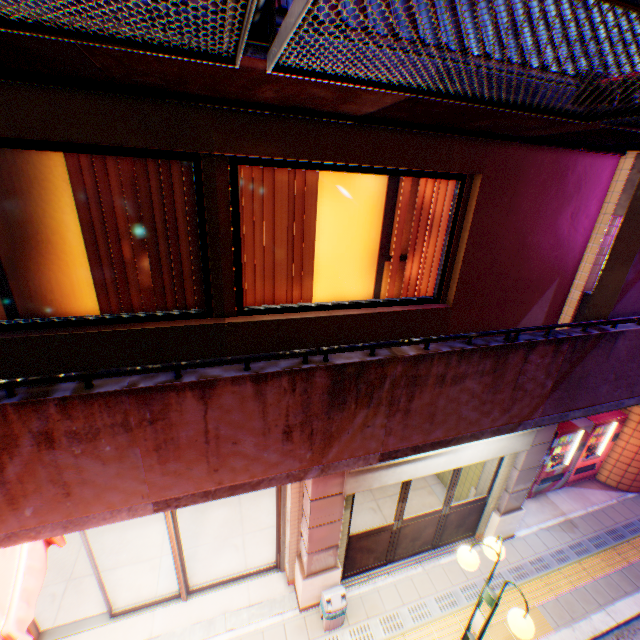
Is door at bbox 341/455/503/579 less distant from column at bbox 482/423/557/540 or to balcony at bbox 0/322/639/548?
column at bbox 482/423/557/540

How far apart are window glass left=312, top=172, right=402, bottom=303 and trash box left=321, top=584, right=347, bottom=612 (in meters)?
4.59

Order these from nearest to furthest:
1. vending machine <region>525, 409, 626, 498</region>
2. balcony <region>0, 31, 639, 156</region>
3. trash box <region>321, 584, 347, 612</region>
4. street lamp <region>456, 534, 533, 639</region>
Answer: balcony <region>0, 31, 639, 156</region> < street lamp <region>456, 534, 533, 639</region> < trash box <region>321, 584, 347, 612</region> < vending machine <region>525, 409, 626, 498</region>

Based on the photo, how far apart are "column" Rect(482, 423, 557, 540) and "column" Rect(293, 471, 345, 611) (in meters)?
3.24

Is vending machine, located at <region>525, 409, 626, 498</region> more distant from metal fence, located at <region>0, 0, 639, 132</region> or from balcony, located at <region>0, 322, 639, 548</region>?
metal fence, located at <region>0, 0, 639, 132</region>

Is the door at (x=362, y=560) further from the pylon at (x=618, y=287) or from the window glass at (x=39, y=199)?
the window glass at (x=39, y=199)

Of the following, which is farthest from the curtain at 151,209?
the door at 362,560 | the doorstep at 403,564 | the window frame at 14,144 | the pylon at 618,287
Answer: the doorstep at 403,564

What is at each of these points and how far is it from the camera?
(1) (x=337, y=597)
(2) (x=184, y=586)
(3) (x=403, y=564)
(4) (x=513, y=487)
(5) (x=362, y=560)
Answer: (1) trash box, 5.05m
(2) door, 5.32m
(3) doorstep, 6.17m
(4) column, 6.08m
(5) door, 5.84m
